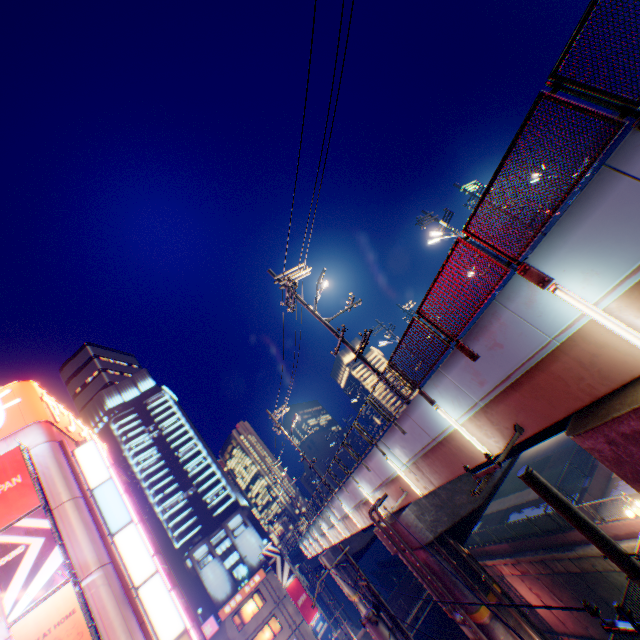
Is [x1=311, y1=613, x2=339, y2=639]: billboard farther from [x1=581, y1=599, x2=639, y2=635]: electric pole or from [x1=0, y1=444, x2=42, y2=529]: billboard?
[x1=581, y1=599, x2=639, y2=635]: electric pole

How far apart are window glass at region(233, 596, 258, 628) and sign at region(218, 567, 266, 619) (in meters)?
0.48

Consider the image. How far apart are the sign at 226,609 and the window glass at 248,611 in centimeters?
48cm

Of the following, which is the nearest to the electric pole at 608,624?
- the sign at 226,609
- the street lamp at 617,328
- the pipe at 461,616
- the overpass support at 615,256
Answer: the overpass support at 615,256

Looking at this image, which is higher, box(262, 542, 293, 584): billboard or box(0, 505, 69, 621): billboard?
box(0, 505, 69, 621): billboard

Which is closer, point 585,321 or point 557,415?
point 585,321

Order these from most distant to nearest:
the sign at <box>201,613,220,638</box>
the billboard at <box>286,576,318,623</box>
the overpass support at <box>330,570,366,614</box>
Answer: the billboard at <box>286,576,318,623</box>
the sign at <box>201,613,220,638</box>
the overpass support at <box>330,570,366,614</box>

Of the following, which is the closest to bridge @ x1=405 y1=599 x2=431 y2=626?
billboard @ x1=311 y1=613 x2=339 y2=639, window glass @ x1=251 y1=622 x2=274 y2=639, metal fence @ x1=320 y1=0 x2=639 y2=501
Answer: metal fence @ x1=320 y1=0 x2=639 y2=501
